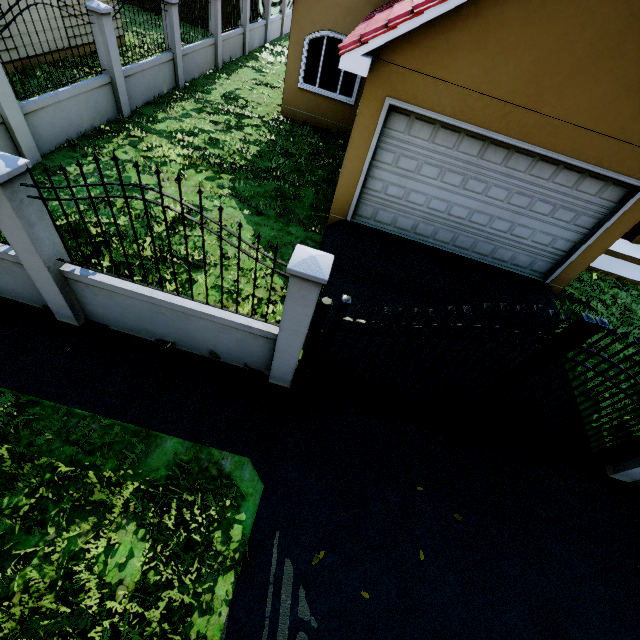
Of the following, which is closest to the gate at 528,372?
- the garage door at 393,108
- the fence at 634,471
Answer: the fence at 634,471

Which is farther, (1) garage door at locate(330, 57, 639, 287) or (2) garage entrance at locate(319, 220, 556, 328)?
(2) garage entrance at locate(319, 220, 556, 328)

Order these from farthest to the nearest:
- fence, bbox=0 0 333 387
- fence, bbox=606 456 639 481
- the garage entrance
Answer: the garage entrance
fence, bbox=606 456 639 481
fence, bbox=0 0 333 387

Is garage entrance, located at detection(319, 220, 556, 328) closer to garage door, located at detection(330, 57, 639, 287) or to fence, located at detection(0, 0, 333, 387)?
garage door, located at detection(330, 57, 639, 287)

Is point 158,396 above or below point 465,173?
below

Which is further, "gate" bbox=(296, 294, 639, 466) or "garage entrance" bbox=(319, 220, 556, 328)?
"garage entrance" bbox=(319, 220, 556, 328)

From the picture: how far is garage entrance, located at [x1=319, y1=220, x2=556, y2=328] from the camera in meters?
7.1 m

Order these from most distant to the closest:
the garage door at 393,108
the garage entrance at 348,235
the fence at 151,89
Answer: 1. the garage entrance at 348,235
2. the garage door at 393,108
3. the fence at 151,89
